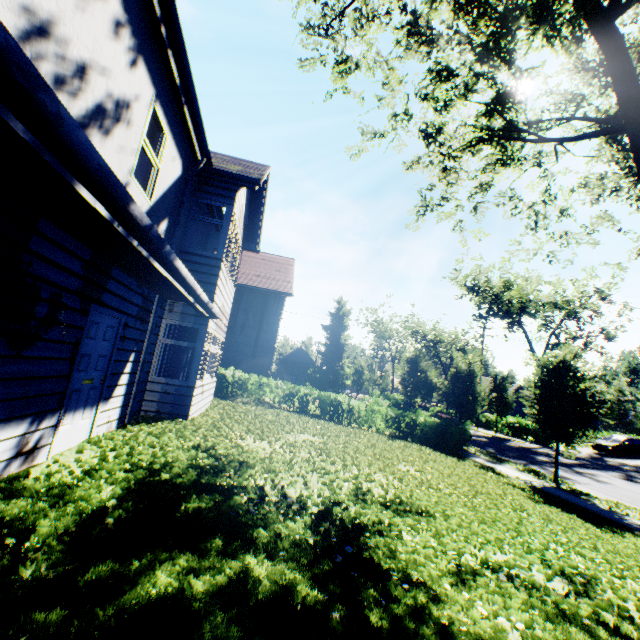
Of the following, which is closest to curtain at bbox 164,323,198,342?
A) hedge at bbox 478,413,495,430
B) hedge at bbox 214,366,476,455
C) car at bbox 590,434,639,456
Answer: hedge at bbox 214,366,476,455

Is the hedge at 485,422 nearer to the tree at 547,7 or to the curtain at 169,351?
the tree at 547,7

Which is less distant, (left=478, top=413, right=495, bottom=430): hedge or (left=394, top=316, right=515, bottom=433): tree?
(left=394, top=316, right=515, bottom=433): tree

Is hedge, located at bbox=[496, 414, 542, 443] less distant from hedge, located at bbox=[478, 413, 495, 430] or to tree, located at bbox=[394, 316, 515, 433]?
tree, located at bbox=[394, 316, 515, 433]

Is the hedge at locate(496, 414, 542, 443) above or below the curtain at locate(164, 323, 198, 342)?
below

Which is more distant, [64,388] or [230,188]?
[230,188]

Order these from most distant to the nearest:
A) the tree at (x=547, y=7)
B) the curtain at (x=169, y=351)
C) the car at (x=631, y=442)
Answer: the car at (x=631, y=442) < the curtain at (x=169, y=351) < the tree at (x=547, y=7)

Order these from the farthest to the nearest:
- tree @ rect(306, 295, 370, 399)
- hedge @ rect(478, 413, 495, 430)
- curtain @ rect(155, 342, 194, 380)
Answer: tree @ rect(306, 295, 370, 399) → hedge @ rect(478, 413, 495, 430) → curtain @ rect(155, 342, 194, 380)
